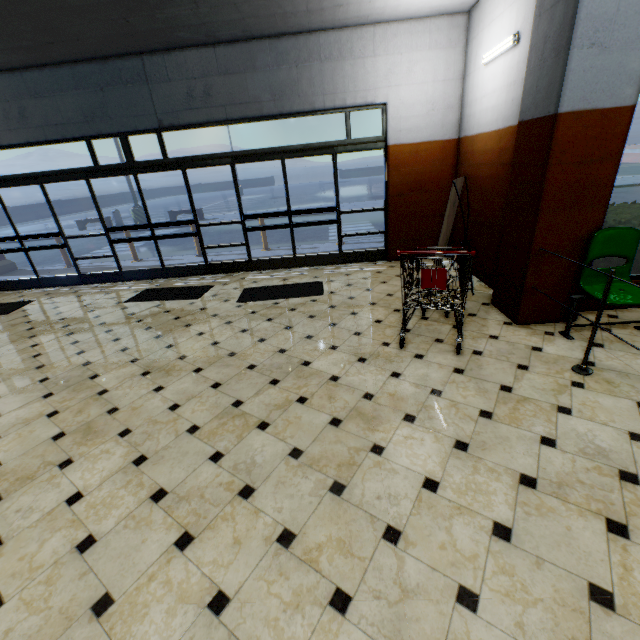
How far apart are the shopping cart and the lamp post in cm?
1771

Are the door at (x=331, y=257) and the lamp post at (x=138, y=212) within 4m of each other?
no

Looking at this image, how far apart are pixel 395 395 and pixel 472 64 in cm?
557

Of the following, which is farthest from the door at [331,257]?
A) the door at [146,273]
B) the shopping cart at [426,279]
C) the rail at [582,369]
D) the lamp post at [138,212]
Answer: the lamp post at [138,212]

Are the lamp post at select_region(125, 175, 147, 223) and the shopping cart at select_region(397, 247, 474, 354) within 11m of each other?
no

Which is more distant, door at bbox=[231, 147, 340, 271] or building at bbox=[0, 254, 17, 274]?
building at bbox=[0, 254, 17, 274]

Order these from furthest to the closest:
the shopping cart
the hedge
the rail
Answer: the hedge → the shopping cart → the rail

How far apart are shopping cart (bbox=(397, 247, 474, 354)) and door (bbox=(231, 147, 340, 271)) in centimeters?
299cm
